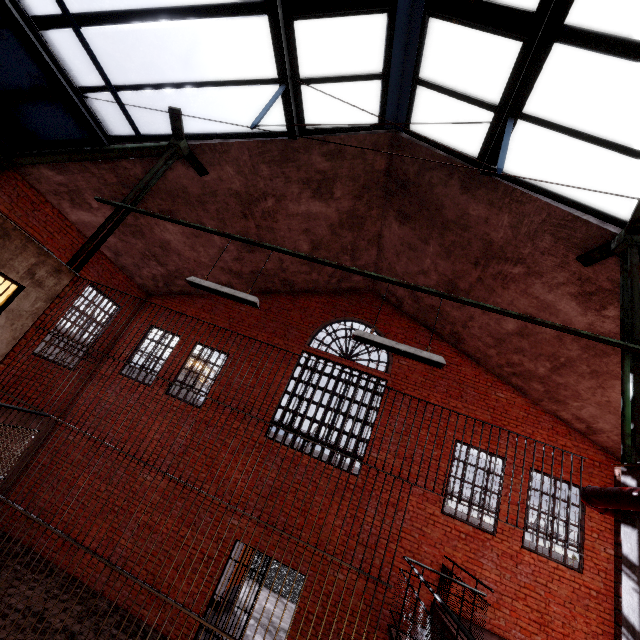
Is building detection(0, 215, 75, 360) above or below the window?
below

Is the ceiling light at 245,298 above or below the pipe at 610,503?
above

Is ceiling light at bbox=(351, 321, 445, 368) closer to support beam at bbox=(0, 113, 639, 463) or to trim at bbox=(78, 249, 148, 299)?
support beam at bbox=(0, 113, 639, 463)

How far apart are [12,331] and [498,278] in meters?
9.0 m

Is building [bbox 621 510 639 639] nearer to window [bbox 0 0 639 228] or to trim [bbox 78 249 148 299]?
window [bbox 0 0 639 228]

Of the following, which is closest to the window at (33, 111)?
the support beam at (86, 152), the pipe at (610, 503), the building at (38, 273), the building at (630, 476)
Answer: the support beam at (86, 152)

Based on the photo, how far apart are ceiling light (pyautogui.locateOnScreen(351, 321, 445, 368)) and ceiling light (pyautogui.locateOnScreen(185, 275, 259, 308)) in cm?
142

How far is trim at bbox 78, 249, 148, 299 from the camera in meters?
9.8
